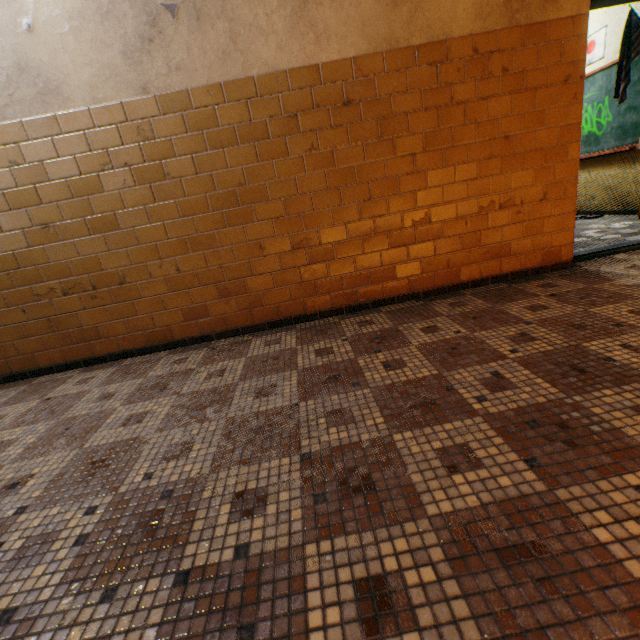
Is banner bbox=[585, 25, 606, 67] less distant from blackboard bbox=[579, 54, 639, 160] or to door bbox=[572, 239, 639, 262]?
blackboard bbox=[579, 54, 639, 160]

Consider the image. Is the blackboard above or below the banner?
below

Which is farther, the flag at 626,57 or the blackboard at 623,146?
the blackboard at 623,146

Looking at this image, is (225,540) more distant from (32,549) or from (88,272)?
(88,272)

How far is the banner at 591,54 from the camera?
4.87m

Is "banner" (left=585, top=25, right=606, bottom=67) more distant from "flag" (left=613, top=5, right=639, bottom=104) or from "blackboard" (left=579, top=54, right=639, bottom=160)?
→ "flag" (left=613, top=5, right=639, bottom=104)

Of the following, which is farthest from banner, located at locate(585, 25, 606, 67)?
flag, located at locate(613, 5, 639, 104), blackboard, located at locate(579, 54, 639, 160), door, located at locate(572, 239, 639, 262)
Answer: door, located at locate(572, 239, 639, 262)
